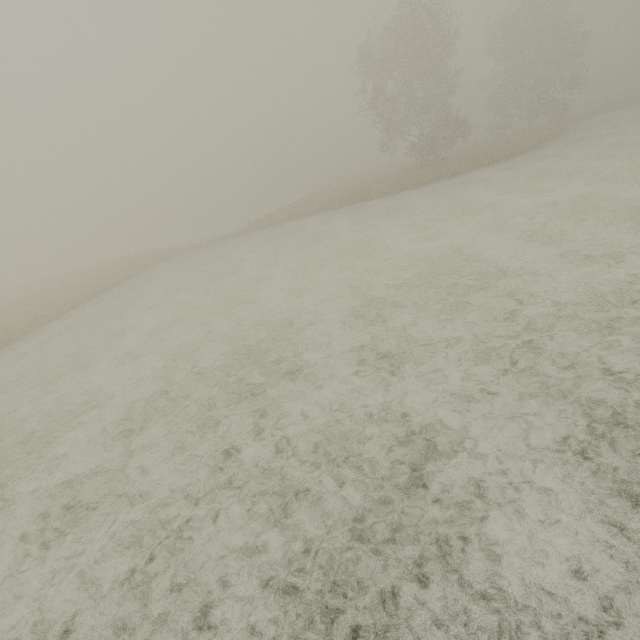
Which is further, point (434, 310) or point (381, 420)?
point (434, 310)
